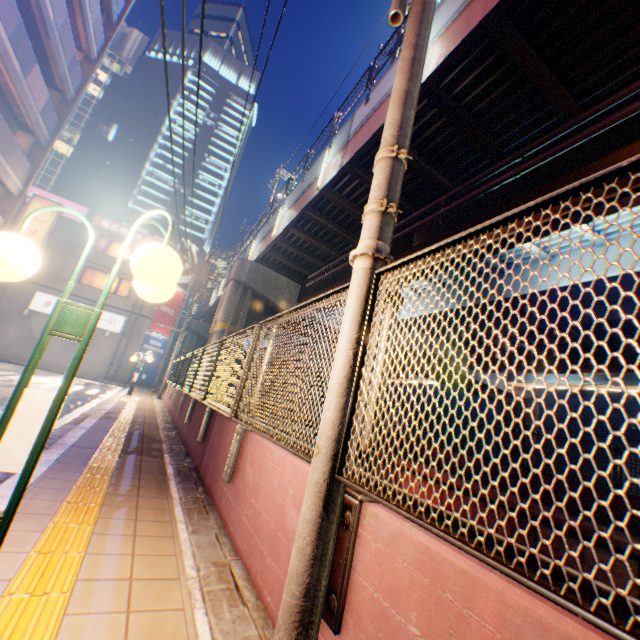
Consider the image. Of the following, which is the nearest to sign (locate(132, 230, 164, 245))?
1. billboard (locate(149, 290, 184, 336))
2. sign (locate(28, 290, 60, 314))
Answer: billboard (locate(149, 290, 184, 336))

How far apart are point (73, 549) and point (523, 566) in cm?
307

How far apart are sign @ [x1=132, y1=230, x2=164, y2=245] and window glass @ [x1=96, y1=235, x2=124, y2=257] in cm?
56

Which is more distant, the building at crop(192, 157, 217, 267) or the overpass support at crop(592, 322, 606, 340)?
the building at crop(192, 157, 217, 267)

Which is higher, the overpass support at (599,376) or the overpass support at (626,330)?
the overpass support at (626,330)

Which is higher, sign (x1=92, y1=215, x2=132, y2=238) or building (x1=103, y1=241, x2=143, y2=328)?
sign (x1=92, y1=215, x2=132, y2=238)

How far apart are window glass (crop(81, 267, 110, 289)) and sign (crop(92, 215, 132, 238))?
3.2 meters

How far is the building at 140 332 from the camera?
26.2 meters
